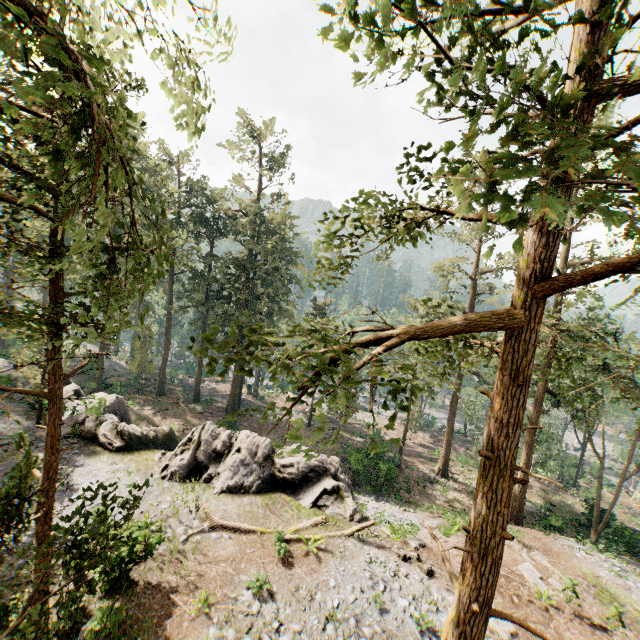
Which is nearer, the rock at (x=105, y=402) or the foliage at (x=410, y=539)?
the foliage at (x=410, y=539)

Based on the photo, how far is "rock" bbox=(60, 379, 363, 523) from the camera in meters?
18.9

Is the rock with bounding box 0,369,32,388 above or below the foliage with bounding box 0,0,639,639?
below

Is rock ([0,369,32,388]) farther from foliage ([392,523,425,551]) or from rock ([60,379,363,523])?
foliage ([392,523,425,551])

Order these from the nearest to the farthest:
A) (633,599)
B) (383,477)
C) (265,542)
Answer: (265,542) → (633,599) → (383,477)

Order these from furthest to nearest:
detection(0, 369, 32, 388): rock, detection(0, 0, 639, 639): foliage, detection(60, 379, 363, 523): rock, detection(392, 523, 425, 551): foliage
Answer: detection(0, 369, 32, 388): rock, detection(60, 379, 363, 523): rock, detection(392, 523, 425, 551): foliage, detection(0, 0, 639, 639): foliage

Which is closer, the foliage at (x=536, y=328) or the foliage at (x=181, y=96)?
the foliage at (x=536, y=328)

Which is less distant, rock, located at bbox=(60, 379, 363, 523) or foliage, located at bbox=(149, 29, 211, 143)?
foliage, located at bbox=(149, 29, 211, 143)
